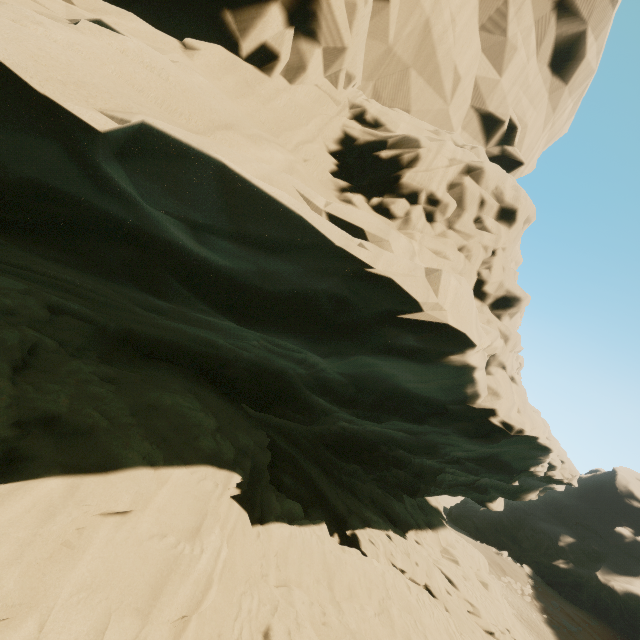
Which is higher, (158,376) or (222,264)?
(222,264)
